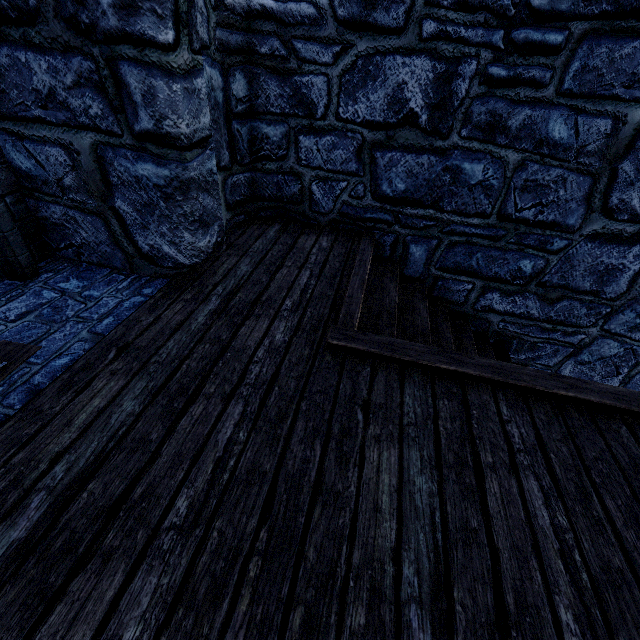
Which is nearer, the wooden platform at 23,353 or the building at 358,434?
the building at 358,434

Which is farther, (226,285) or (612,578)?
(226,285)

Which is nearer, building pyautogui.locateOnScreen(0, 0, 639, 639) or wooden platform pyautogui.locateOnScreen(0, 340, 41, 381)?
building pyautogui.locateOnScreen(0, 0, 639, 639)
